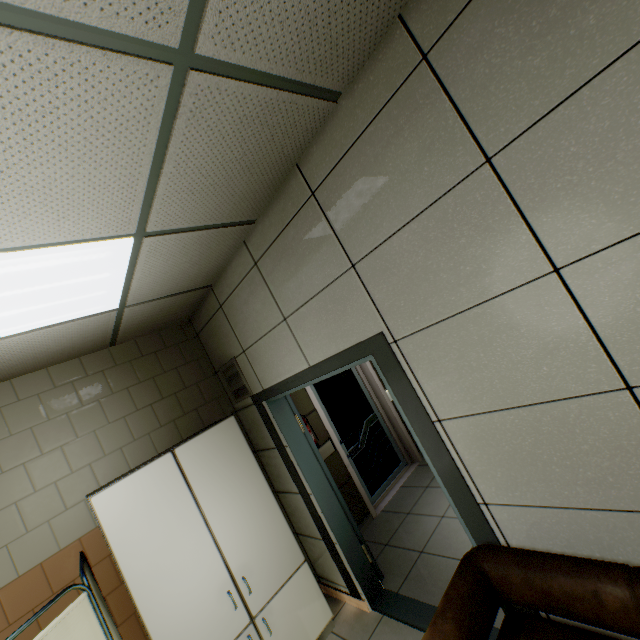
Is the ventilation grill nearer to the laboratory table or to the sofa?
the laboratory table

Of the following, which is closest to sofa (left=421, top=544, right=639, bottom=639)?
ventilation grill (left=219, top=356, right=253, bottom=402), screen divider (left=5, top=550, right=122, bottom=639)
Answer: screen divider (left=5, top=550, right=122, bottom=639)

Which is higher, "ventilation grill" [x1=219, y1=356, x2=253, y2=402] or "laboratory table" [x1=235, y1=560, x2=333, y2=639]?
"ventilation grill" [x1=219, y1=356, x2=253, y2=402]

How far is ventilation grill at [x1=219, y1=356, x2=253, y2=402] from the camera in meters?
3.2

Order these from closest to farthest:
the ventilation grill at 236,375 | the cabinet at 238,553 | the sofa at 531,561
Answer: the sofa at 531,561 → the cabinet at 238,553 → the ventilation grill at 236,375

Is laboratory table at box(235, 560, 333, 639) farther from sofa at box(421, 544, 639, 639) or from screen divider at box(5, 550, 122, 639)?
sofa at box(421, 544, 639, 639)

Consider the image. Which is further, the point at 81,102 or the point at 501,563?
the point at 501,563

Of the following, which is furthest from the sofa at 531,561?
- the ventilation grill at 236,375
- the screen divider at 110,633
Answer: the ventilation grill at 236,375
